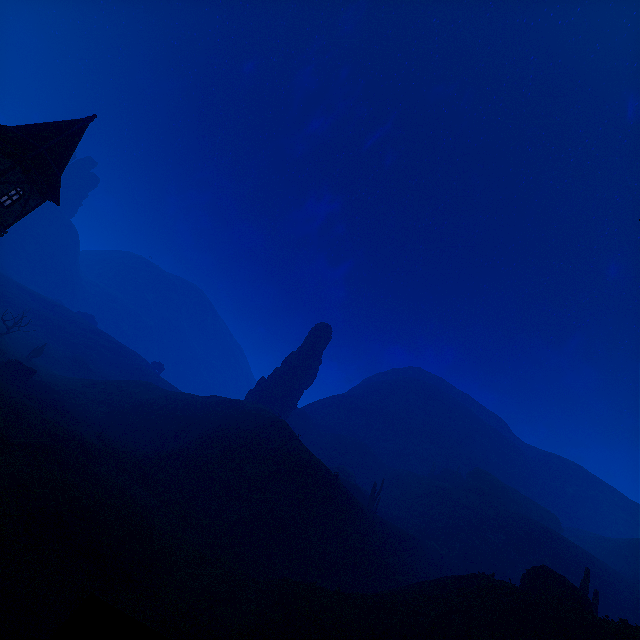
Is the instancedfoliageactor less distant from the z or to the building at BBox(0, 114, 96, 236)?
the z

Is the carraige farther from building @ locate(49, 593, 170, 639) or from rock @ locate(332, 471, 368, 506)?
rock @ locate(332, 471, 368, 506)

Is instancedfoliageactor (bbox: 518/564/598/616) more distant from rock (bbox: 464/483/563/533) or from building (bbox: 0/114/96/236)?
building (bbox: 0/114/96/236)

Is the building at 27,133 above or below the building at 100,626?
above

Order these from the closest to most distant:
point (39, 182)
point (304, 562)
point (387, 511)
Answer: point (39, 182) < point (304, 562) < point (387, 511)

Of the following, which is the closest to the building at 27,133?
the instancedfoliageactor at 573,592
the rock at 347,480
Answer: the instancedfoliageactor at 573,592

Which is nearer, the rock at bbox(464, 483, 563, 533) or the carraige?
the carraige

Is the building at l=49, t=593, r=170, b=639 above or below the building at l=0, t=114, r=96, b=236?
below
